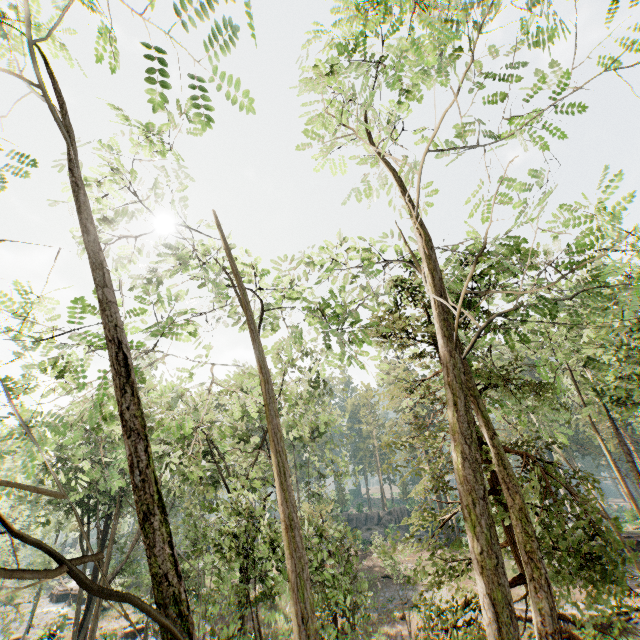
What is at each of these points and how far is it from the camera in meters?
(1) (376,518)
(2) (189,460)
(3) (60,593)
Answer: (1) rock, 51.4
(2) foliage, 17.5
(3) ground embankment, 43.2

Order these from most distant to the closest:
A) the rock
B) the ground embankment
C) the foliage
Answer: the rock < the ground embankment < the foliage

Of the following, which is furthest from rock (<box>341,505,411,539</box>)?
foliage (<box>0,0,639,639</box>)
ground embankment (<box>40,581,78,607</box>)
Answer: ground embankment (<box>40,581,78,607</box>)

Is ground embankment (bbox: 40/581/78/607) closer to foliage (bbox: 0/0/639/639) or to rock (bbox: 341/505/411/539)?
foliage (bbox: 0/0/639/639)

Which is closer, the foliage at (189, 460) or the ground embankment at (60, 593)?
the foliage at (189, 460)

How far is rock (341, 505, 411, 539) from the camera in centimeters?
4788cm

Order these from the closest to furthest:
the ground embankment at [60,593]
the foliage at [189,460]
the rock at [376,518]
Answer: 1. the foliage at [189,460]
2. the ground embankment at [60,593]
3. the rock at [376,518]
